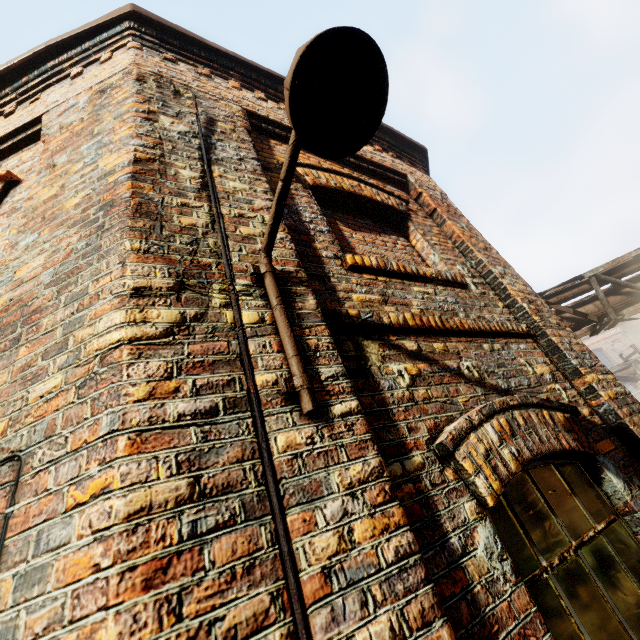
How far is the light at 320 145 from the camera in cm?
119

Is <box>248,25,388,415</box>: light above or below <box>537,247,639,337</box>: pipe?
below

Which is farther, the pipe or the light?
the pipe

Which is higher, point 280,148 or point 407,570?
point 280,148

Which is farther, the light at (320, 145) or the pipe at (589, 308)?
the pipe at (589, 308)

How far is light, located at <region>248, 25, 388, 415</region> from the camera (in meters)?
1.19
